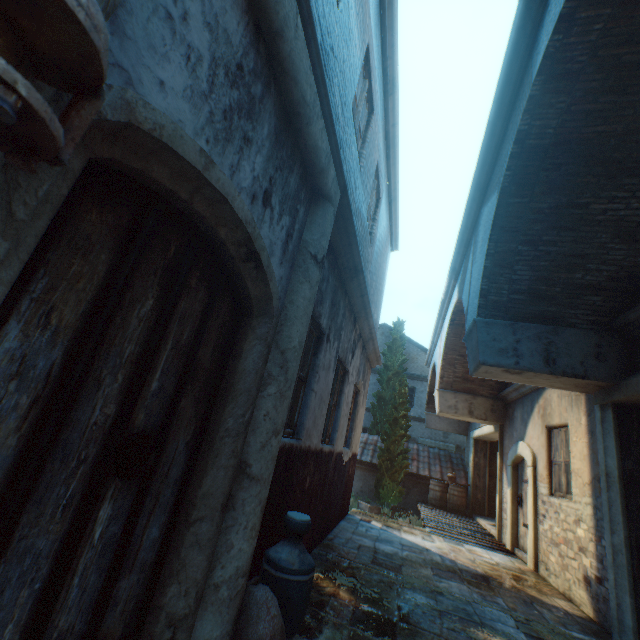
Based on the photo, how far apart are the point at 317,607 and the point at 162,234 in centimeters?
379cm

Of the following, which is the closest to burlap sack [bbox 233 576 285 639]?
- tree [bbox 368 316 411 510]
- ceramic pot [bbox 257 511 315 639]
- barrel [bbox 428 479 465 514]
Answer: ceramic pot [bbox 257 511 315 639]

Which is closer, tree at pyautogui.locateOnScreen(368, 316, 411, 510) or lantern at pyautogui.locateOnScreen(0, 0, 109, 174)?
lantern at pyautogui.locateOnScreen(0, 0, 109, 174)

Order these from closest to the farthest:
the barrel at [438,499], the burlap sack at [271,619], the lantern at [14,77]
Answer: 1. the lantern at [14,77]
2. the burlap sack at [271,619]
3. the barrel at [438,499]

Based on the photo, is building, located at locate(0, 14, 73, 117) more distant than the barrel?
No

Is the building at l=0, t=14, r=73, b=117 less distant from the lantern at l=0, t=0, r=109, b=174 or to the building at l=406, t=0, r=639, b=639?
the lantern at l=0, t=0, r=109, b=174

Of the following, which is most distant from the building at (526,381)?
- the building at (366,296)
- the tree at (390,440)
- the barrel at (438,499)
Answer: the building at (366,296)

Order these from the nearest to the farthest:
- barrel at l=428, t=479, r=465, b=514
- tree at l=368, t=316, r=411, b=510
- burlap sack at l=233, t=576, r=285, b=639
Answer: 1. burlap sack at l=233, t=576, r=285, b=639
2. barrel at l=428, t=479, r=465, b=514
3. tree at l=368, t=316, r=411, b=510
